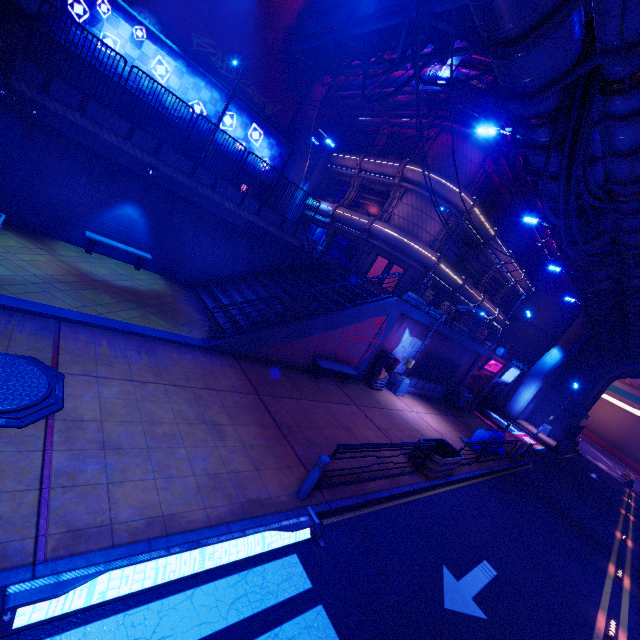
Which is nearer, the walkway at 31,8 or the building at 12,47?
the walkway at 31,8

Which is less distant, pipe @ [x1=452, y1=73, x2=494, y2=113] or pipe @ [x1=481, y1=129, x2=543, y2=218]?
pipe @ [x1=452, y1=73, x2=494, y2=113]

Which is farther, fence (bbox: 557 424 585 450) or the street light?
fence (bbox: 557 424 585 450)

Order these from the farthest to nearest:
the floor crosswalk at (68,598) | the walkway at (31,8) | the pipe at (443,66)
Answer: the pipe at (443,66) < the walkway at (31,8) < the floor crosswalk at (68,598)

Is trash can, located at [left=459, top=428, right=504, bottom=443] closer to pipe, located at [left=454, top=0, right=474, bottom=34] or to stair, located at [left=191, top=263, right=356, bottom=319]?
stair, located at [left=191, top=263, right=356, bottom=319]

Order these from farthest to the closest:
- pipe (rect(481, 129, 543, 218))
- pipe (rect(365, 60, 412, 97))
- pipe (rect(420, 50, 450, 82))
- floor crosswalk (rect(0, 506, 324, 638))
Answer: pipe (rect(365, 60, 412, 97))
pipe (rect(481, 129, 543, 218))
pipe (rect(420, 50, 450, 82))
floor crosswalk (rect(0, 506, 324, 638))

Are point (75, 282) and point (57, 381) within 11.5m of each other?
yes

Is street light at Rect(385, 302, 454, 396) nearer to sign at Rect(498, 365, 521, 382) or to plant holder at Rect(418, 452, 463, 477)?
plant holder at Rect(418, 452, 463, 477)
